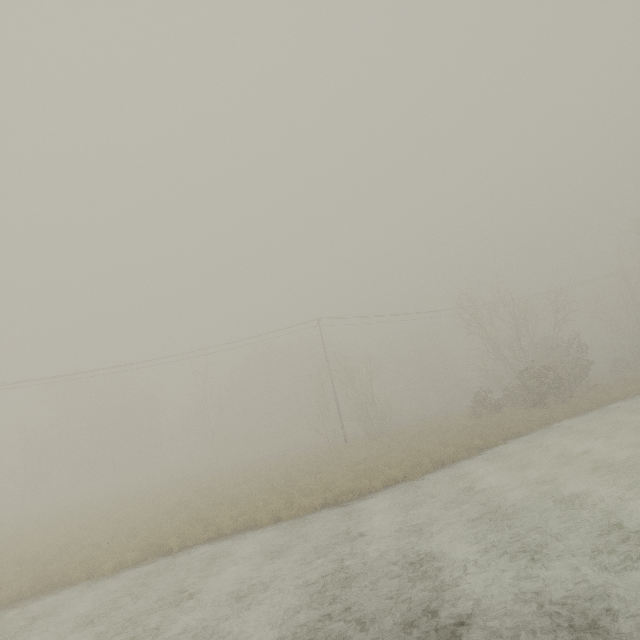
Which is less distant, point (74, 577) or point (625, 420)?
point (74, 577)
